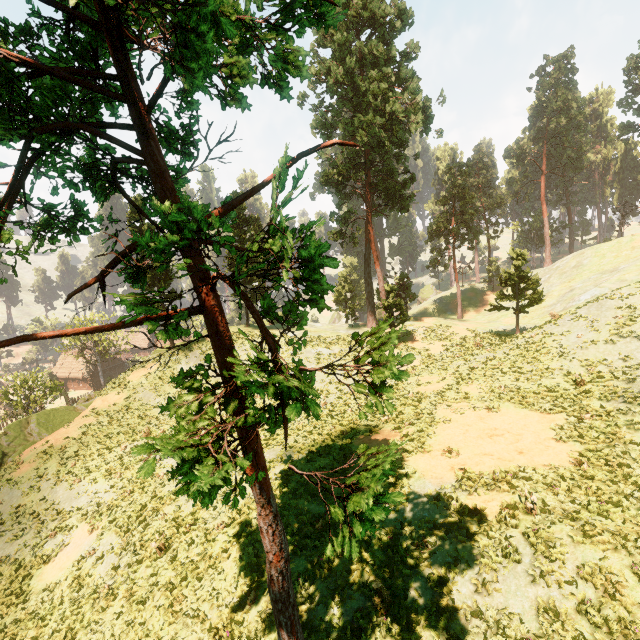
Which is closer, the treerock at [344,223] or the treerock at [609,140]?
the treerock at [344,223]

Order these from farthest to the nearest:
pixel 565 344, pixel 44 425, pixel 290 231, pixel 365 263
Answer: pixel 365 263 < pixel 44 425 < pixel 565 344 < pixel 290 231

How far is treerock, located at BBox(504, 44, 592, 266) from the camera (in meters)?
54.06

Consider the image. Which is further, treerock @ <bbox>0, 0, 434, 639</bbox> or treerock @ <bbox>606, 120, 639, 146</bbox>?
treerock @ <bbox>606, 120, 639, 146</bbox>

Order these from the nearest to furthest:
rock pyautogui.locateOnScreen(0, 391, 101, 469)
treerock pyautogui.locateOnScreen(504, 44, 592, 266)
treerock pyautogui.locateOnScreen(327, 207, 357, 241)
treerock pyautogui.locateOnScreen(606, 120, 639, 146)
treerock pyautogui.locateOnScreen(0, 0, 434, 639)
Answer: treerock pyautogui.locateOnScreen(0, 0, 434, 639) → rock pyautogui.locateOnScreen(0, 391, 101, 469) → treerock pyautogui.locateOnScreen(327, 207, 357, 241) → treerock pyautogui.locateOnScreen(606, 120, 639, 146) → treerock pyautogui.locateOnScreen(504, 44, 592, 266)
